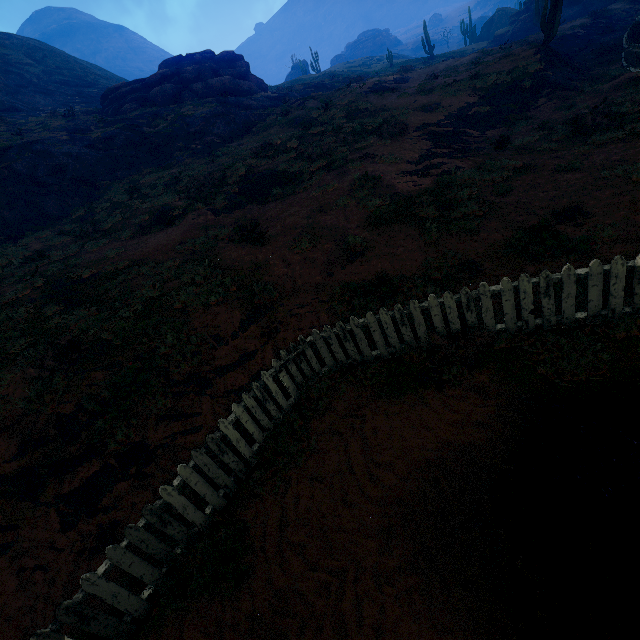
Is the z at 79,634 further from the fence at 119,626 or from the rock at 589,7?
the rock at 589,7

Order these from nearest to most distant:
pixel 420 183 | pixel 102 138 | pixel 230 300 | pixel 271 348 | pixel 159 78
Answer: pixel 271 348, pixel 230 300, pixel 420 183, pixel 102 138, pixel 159 78

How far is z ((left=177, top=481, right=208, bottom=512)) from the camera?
4.7 meters

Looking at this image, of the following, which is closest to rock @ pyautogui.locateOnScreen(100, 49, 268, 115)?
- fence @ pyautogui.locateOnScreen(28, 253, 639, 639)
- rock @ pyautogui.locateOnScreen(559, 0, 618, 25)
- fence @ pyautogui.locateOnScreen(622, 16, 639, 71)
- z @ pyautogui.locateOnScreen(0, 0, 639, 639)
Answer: z @ pyautogui.locateOnScreen(0, 0, 639, 639)

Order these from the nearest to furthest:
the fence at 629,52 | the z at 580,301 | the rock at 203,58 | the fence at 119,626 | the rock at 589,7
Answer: the fence at 119,626 < the z at 580,301 < the fence at 629,52 < the rock at 203,58 < the rock at 589,7

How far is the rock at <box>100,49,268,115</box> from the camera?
27.44m

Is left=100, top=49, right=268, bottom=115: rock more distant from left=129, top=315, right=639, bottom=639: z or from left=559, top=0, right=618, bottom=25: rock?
left=559, top=0, right=618, bottom=25: rock
